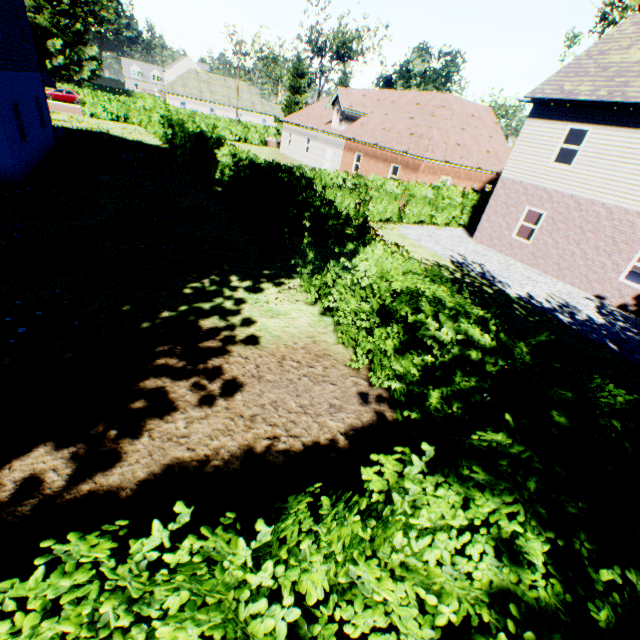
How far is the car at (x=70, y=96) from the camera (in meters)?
39.44

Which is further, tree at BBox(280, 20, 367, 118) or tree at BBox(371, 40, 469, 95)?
tree at BBox(280, 20, 367, 118)

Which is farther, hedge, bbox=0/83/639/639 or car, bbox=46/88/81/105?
car, bbox=46/88/81/105

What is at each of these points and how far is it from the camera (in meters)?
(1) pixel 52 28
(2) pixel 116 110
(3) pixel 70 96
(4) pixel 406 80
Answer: (1) plant, 59.19
(2) hedge, 33.59
(3) car, 40.19
(4) tree, 38.00

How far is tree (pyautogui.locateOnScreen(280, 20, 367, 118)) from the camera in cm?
3859

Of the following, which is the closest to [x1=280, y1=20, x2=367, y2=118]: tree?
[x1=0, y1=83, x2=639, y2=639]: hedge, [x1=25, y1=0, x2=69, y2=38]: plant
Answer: [x1=0, y1=83, x2=639, y2=639]: hedge

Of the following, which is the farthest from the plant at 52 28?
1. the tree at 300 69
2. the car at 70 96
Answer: the car at 70 96

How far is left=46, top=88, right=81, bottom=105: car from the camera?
39.44m
